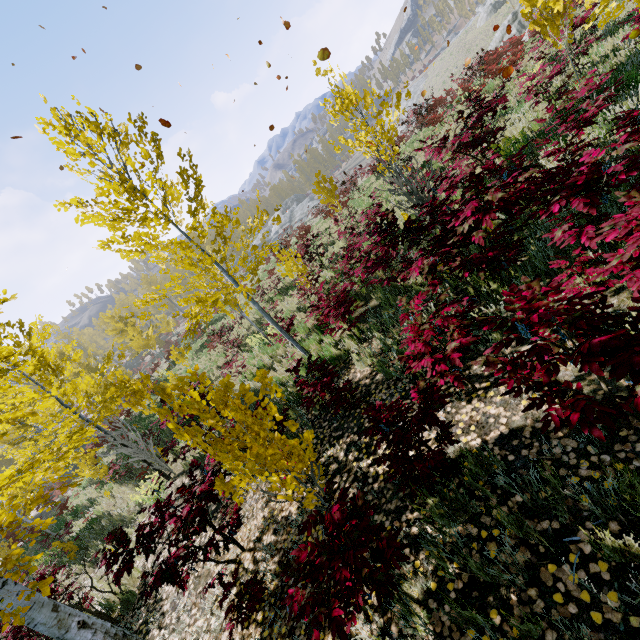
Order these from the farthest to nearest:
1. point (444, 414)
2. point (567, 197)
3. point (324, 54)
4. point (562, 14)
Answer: point (562, 14), point (324, 54), point (444, 414), point (567, 197)

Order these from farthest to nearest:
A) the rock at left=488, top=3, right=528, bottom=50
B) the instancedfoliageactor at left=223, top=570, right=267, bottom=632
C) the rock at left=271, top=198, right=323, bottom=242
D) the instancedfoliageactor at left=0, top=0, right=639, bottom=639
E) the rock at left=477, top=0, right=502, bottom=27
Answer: the rock at left=271, top=198, right=323, bottom=242 < the rock at left=477, top=0, right=502, bottom=27 < the rock at left=488, top=3, right=528, bottom=50 < the instancedfoliageactor at left=223, top=570, right=267, bottom=632 < the instancedfoliageactor at left=0, top=0, right=639, bottom=639

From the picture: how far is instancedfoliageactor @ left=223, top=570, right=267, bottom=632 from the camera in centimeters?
329cm

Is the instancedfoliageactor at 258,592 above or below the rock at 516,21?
above

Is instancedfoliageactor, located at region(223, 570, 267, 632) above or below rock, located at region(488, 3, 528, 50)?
above

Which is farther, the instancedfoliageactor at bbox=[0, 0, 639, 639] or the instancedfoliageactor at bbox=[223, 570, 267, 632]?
the instancedfoliageactor at bbox=[223, 570, 267, 632]

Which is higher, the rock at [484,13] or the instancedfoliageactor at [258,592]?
the rock at [484,13]

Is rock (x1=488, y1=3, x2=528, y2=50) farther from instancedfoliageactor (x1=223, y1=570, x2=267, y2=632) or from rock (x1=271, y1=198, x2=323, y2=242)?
rock (x1=271, y1=198, x2=323, y2=242)
